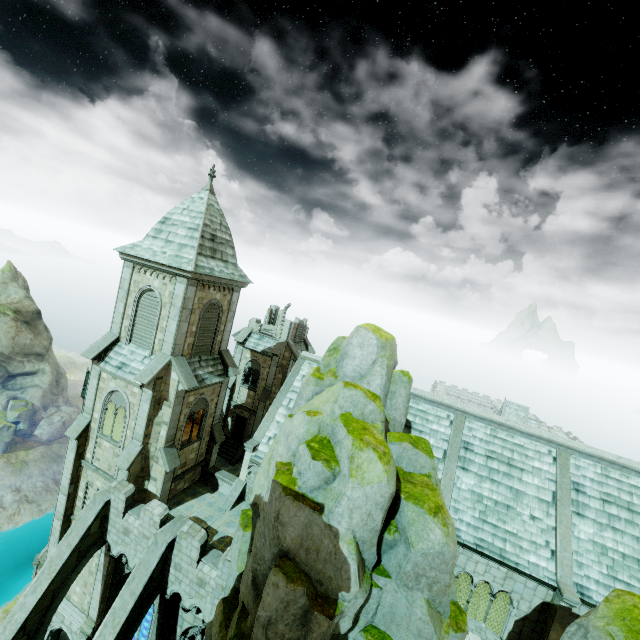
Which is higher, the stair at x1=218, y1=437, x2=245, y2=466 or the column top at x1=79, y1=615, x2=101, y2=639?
the stair at x1=218, y1=437, x2=245, y2=466

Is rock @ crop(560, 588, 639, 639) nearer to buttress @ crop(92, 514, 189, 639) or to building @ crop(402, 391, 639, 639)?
building @ crop(402, 391, 639, 639)

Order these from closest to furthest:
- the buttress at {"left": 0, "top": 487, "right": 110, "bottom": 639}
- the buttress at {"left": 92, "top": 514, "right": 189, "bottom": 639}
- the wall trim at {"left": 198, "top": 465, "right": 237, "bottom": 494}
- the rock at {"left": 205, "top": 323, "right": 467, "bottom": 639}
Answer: the rock at {"left": 205, "top": 323, "right": 467, "bottom": 639}, the buttress at {"left": 92, "top": 514, "right": 189, "bottom": 639}, the buttress at {"left": 0, "top": 487, "right": 110, "bottom": 639}, the wall trim at {"left": 198, "top": 465, "right": 237, "bottom": 494}

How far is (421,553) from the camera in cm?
947

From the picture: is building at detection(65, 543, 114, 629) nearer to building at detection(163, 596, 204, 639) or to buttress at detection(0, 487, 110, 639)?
buttress at detection(0, 487, 110, 639)

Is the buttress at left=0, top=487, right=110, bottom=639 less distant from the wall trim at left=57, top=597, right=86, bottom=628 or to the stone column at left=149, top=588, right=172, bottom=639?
the wall trim at left=57, top=597, right=86, bottom=628

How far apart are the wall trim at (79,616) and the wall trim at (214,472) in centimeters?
889cm

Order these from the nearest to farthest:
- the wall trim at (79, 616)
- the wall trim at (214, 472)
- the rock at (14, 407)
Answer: the wall trim at (79, 616)
the wall trim at (214, 472)
the rock at (14, 407)
